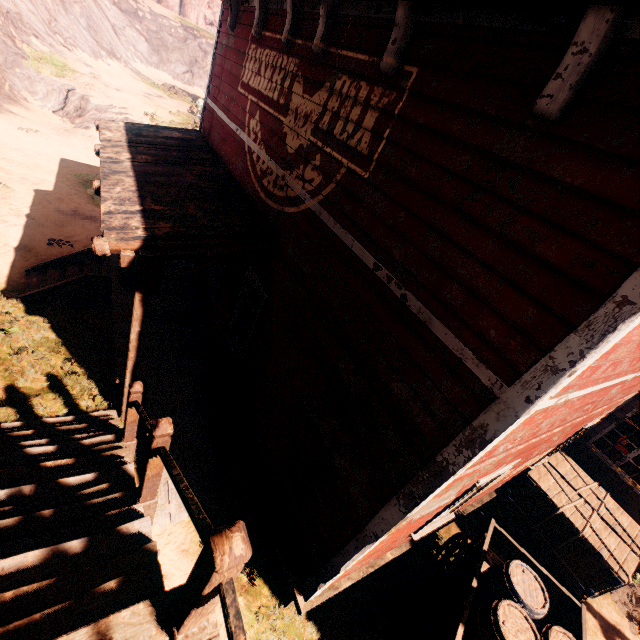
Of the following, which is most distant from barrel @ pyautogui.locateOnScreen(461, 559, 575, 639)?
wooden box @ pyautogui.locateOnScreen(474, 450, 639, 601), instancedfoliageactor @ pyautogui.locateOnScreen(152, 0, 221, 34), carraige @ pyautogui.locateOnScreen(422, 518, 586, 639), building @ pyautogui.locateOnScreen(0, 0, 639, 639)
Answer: instancedfoliageactor @ pyautogui.locateOnScreen(152, 0, 221, 34)

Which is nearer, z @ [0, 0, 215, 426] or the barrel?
the barrel

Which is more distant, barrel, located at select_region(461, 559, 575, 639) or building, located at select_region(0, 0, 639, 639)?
barrel, located at select_region(461, 559, 575, 639)

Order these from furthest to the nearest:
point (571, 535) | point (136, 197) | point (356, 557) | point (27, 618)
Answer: point (571, 535)
point (136, 197)
point (356, 557)
point (27, 618)

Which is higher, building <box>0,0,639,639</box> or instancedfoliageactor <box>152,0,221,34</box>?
instancedfoliageactor <box>152,0,221,34</box>

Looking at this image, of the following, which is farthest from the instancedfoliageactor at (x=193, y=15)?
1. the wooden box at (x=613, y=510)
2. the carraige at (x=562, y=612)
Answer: the carraige at (x=562, y=612)

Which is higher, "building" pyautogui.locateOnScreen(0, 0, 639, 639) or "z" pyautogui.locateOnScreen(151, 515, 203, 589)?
"building" pyautogui.locateOnScreen(0, 0, 639, 639)

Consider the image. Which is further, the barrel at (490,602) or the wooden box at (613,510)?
the wooden box at (613,510)
